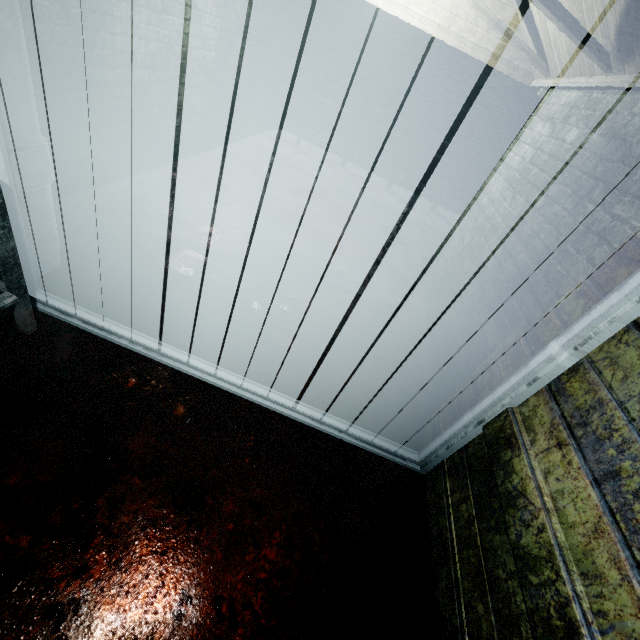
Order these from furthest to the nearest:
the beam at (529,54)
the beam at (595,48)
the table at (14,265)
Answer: the beam at (529,54)
the beam at (595,48)
the table at (14,265)

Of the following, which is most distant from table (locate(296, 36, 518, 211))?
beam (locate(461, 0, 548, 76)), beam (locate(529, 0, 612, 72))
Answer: beam (locate(529, 0, 612, 72))

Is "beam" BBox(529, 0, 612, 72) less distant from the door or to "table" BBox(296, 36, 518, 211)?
the door

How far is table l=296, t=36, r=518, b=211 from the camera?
5.4m

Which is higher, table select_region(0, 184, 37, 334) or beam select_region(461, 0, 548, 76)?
beam select_region(461, 0, 548, 76)

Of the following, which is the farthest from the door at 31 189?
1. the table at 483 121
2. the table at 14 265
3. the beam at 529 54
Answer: the table at 483 121

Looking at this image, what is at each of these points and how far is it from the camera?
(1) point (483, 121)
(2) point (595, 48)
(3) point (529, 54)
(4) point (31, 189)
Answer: (1) table, 5.5 meters
(2) beam, 1.9 meters
(3) beam, 2.7 meters
(4) door, 1.6 meters
